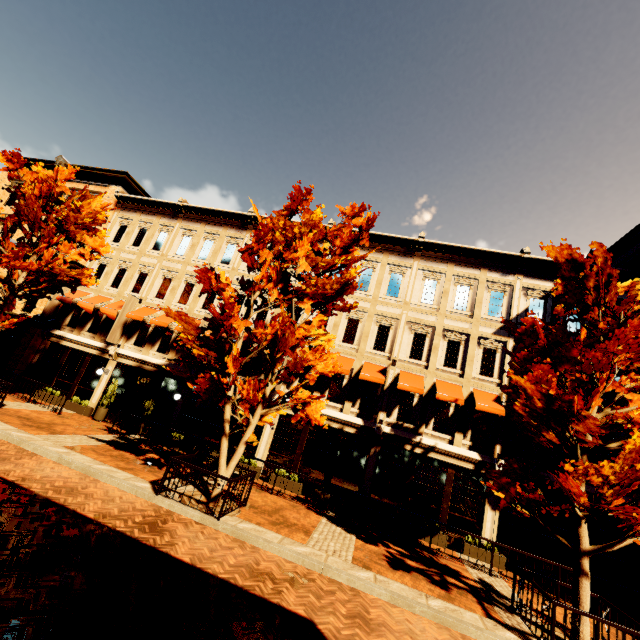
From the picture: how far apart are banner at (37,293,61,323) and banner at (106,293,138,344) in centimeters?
491cm

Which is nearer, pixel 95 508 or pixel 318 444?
pixel 95 508

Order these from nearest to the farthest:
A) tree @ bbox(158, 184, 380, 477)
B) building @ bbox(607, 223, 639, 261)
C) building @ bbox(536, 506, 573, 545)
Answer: tree @ bbox(158, 184, 380, 477)
building @ bbox(536, 506, 573, 545)
building @ bbox(607, 223, 639, 261)

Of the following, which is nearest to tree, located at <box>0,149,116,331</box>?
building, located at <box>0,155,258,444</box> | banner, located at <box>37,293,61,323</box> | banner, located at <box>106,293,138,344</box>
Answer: building, located at <box>0,155,258,444</box>

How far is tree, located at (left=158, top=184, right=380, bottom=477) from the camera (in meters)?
9.50

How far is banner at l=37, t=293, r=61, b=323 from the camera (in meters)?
18.75

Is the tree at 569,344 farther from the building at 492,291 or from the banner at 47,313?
the banner at 47,313

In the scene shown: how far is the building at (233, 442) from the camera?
15.5m
